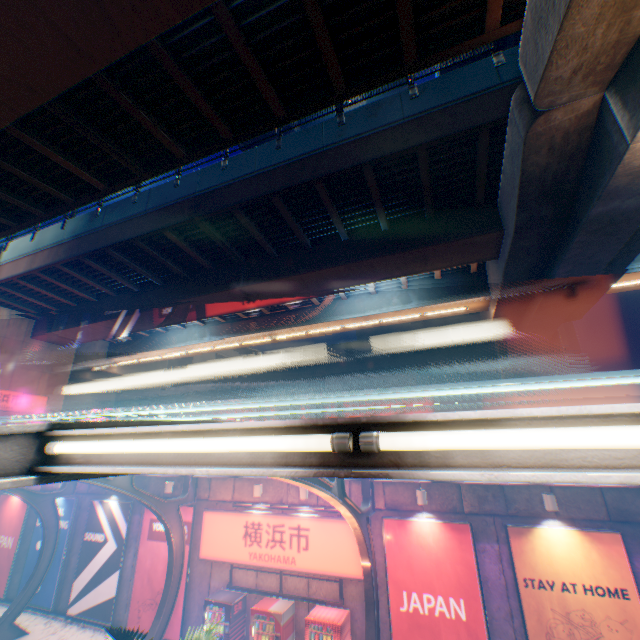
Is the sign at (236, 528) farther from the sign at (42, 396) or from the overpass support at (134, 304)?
the sign at (42, 396)

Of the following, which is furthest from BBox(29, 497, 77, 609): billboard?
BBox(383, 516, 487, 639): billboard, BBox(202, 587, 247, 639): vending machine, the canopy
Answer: BBox(383, 516, 487, 639): billboard

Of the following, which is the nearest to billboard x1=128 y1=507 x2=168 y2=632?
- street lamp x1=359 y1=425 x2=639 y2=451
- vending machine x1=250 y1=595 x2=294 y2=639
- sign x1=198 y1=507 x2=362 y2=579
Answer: sign x1=198 y1=507 x2=362 y2=579

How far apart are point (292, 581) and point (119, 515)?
8.71m

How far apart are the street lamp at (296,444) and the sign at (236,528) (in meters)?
10.48

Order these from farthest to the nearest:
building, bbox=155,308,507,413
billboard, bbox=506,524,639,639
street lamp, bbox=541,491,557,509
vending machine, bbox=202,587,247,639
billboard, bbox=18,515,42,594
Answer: building, bbox=155,308,507,413
billboard, bbox=18,515,42,594
vending machine, bbox=202,587,247,639
street lamp, bbox=541,491,557,509
billboard, bbox=506,524,639,639

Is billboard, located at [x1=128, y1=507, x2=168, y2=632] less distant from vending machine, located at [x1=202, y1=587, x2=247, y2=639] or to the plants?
vending machine, located at [x1=202, y1=587, x2=247, y2=639]

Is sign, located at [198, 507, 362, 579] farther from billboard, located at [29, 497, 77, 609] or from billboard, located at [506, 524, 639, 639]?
billboard, located at [29, 497, 77, 609]
